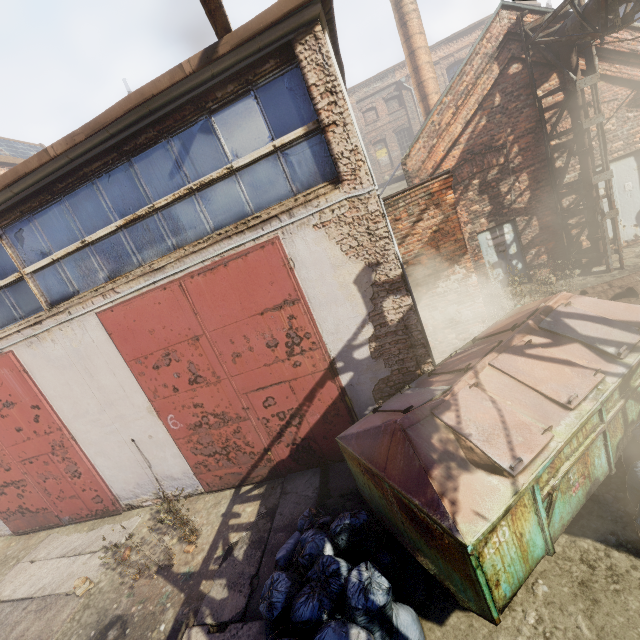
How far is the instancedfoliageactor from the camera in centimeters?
560cm

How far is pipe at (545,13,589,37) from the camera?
7.0m

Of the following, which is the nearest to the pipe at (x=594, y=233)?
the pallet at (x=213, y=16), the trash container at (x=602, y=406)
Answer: the trash container at (x=602, y=406)

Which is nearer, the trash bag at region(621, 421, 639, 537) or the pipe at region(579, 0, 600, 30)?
the trash bag at region(621, 421, 639, 537)

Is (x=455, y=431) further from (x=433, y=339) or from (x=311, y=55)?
(x=311, y=55)

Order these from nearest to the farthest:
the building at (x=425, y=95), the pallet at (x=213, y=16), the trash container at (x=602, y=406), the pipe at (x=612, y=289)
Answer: the trash container at (x=602, y=406) → the pallet at (x=213, y=16) → the pipe at (x=612, y=289) → the building at (x=425, y=95)

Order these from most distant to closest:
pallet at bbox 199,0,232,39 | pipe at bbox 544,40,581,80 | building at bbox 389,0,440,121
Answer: building at bbox 389,0,440,121 → pipe at bbox 544,40,581,80 → pallet at bbox 199,0,232,39

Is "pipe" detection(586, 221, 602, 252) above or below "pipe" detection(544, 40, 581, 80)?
below
